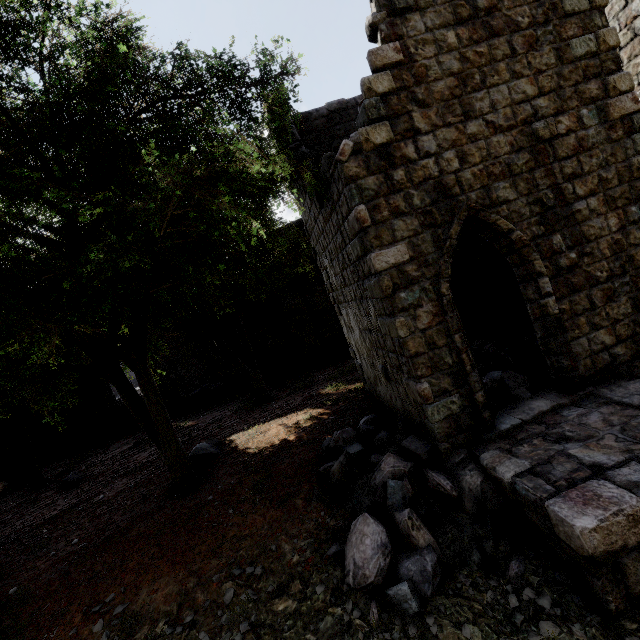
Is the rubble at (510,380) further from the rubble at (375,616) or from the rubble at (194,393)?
the rubble at (194,393)

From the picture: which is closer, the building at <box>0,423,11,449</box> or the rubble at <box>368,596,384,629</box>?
the rubble at <box>368,596,384,629</box>

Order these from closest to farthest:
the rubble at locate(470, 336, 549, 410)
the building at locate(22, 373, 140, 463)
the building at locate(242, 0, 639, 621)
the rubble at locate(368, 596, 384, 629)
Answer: the rubble at locate(368, 596, 384, 629) → the building at locate(242, 0, 639, 621) → the rubble at locate(470, 336, 549, 410) → the building at locate(22, 373, 140, 463)

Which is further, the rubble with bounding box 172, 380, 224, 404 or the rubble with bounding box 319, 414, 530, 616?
the rubble with bounding box 172, 380, 224, 404

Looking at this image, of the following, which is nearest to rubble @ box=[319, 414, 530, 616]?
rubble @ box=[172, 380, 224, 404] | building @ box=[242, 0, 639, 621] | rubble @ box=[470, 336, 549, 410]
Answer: building @ box=[242, 0, 639, 621]

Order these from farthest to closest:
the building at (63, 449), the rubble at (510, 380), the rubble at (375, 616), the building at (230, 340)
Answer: the building at (230, 340) → the building at (63, 449) → the rubble at (510, 380) → the rubble at (375, 616)

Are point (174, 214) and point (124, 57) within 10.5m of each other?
yes

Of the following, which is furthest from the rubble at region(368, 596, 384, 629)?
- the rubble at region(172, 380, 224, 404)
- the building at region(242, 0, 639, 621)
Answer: the rubble at region(172, 380, 224, 404)
